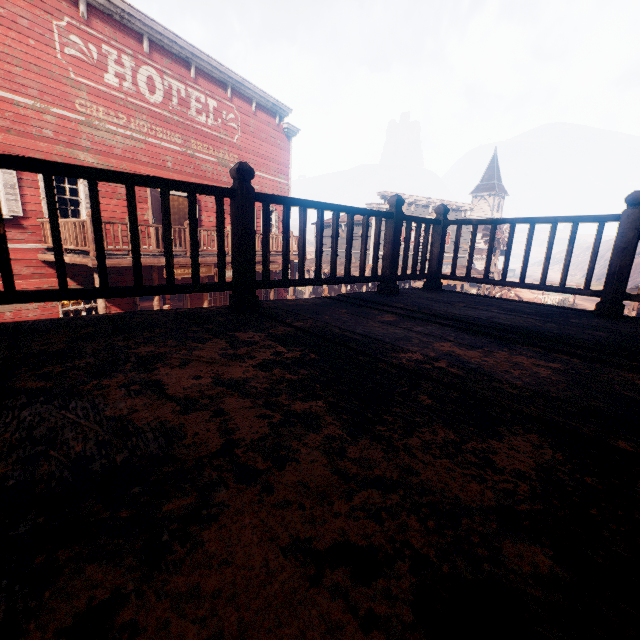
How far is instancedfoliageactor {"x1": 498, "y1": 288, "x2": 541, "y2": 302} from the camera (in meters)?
29.73

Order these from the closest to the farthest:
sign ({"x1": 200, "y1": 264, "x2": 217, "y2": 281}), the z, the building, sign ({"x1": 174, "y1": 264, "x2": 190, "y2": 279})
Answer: the building
sign ({"x1": 174, "y1": 264, "x2": 190, "y2": 279})
sign ({"x1": 200, "y1": 264, "x2": 217, "y2": 281})
the z

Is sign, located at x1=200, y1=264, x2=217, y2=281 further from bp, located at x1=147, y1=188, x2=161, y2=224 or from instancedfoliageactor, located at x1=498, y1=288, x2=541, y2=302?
instancedfoliageactor, located at x1=498, y1=288, x2=541, y2=302

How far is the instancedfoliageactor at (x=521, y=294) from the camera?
29.7m

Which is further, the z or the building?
the z

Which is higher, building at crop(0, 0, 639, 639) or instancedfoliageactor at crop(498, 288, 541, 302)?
building at crop(0, 0, 639, 639)

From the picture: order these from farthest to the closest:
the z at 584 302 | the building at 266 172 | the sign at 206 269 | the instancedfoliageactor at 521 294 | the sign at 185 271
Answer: the z at 584 302, the instancedfoliageactor at 521 294, the sign at 206 269, the sign at 185 271, the building at 266 172

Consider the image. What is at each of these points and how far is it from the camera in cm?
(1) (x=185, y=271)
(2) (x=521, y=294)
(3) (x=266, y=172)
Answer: (1) sign, 1064
(2) instancedfoliageactor, 3044
(3) building, 1783
